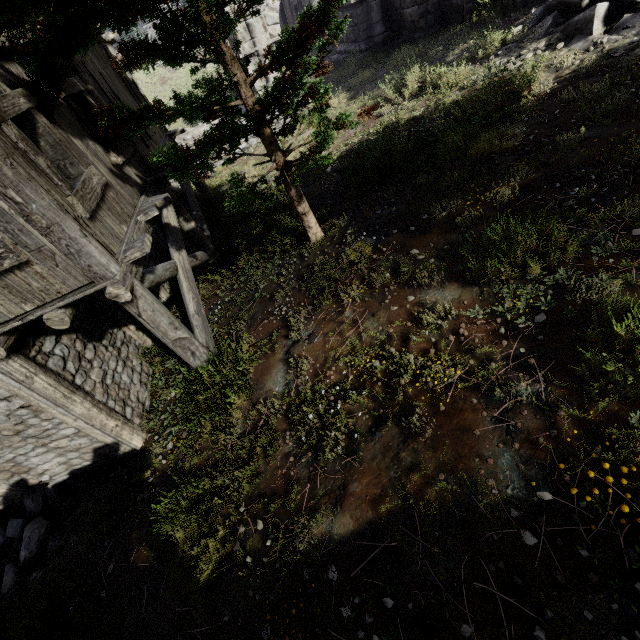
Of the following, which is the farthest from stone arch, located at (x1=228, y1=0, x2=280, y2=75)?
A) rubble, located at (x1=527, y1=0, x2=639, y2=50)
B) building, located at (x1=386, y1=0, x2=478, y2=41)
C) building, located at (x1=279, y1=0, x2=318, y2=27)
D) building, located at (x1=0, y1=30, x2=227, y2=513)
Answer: rubble, located at (x1=527, y1=0, x2=639, y2=50)

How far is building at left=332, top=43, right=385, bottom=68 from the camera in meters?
15.0 m

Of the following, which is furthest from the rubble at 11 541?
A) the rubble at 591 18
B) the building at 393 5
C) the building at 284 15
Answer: the building at 284 15

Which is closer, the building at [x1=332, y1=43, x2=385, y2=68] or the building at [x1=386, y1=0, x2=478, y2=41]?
the building at [x1=386, y1=0, x2=478, y2=41]

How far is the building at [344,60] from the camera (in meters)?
14.95

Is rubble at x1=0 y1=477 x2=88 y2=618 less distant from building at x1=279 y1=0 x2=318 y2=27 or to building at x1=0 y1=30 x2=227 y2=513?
building at x1=0 y1=30 x2=227 y2=513

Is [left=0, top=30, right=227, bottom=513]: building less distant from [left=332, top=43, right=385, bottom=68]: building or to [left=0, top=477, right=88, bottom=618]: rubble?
[left=0, top=477, right=88, bottom=618]: rubble

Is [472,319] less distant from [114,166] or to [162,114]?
[162,114]
